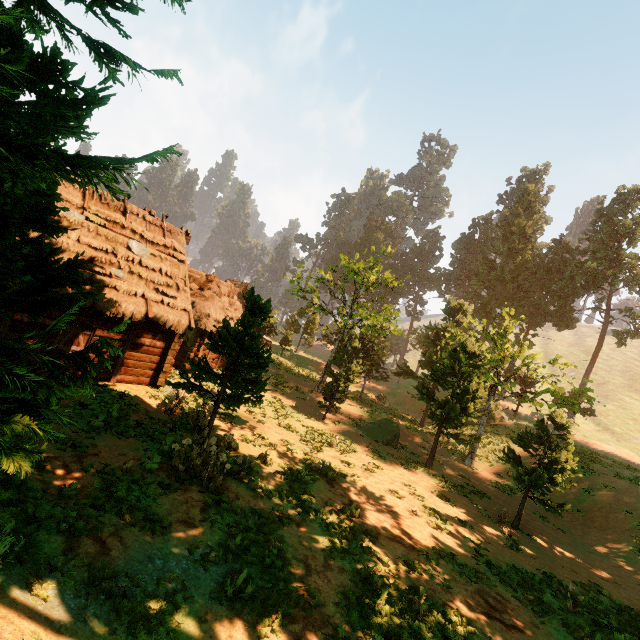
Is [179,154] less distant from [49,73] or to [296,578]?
[49,73]

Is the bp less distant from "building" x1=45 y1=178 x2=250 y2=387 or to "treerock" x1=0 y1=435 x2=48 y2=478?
"building" x1=45 y1=178 x2=250 y2=387

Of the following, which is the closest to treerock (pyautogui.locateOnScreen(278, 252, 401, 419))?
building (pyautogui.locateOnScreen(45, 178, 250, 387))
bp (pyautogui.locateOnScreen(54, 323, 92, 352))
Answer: building (pyautogui.locateOnScreen(45, 178, 250, 387))

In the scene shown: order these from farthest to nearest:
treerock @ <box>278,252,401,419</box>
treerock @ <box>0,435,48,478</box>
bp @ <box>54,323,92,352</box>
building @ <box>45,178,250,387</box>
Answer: treerock @ <box>278,252,401,419</box>
building @ <box>45,178,250,387</box>
bp @ <box>54,323,92,352</box>
treerock @ <box>0,435,48,478</box>

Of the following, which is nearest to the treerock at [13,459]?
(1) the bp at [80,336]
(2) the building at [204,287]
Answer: (2) the building at [204,287]

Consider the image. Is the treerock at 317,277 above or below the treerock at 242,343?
above

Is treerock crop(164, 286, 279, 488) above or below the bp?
above
